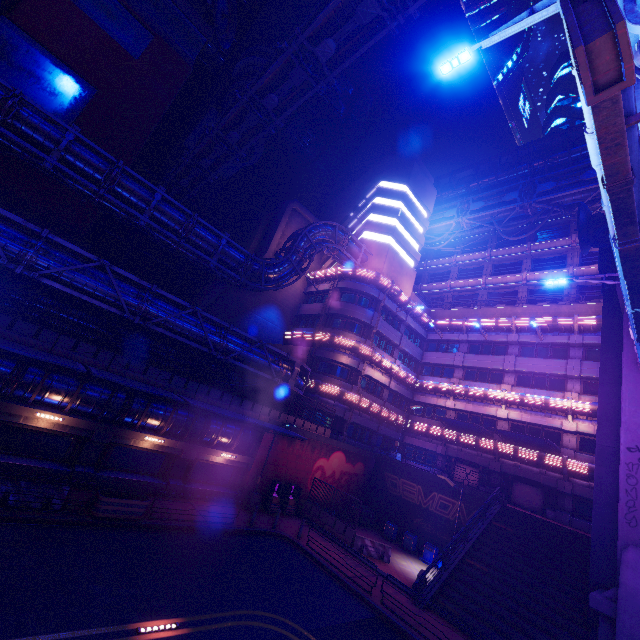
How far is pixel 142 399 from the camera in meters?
18.6 m

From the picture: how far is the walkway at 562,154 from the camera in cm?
3744

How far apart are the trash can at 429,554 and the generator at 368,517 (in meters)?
4.92

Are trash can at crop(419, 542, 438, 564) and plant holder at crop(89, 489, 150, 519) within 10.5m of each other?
no

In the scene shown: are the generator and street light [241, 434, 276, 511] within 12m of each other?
yes

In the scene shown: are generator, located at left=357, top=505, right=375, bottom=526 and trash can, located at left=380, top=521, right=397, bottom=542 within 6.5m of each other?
yes

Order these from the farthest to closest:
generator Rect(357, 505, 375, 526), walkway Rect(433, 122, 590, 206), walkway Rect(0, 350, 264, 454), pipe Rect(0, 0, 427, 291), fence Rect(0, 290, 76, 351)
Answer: walkway Rect(433, 122, 590, 206), generator Rect(357, 505, 375, 526), pipe Rect(0, 0, 427, 291), walkway Rect(0, 350, 264, 454), fence Rect(0, 290, 76, 351)

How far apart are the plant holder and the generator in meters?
18.4 m
